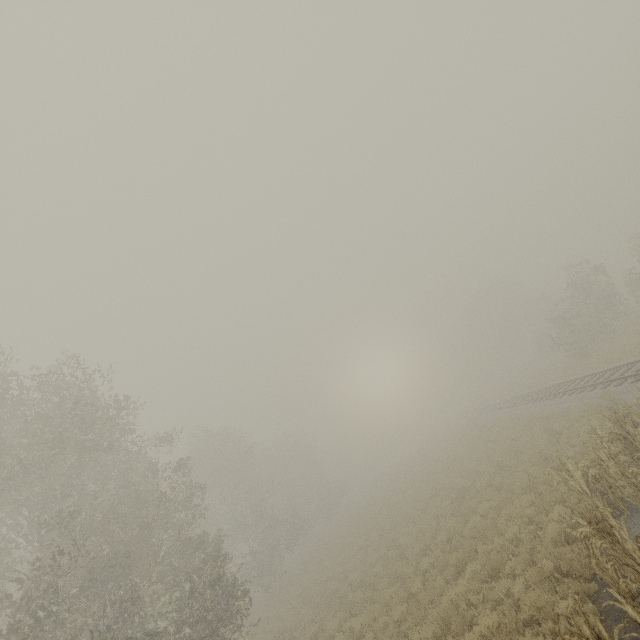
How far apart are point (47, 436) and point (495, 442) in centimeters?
2757cm

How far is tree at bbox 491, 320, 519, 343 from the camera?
57.5m

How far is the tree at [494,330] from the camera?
57.5m
